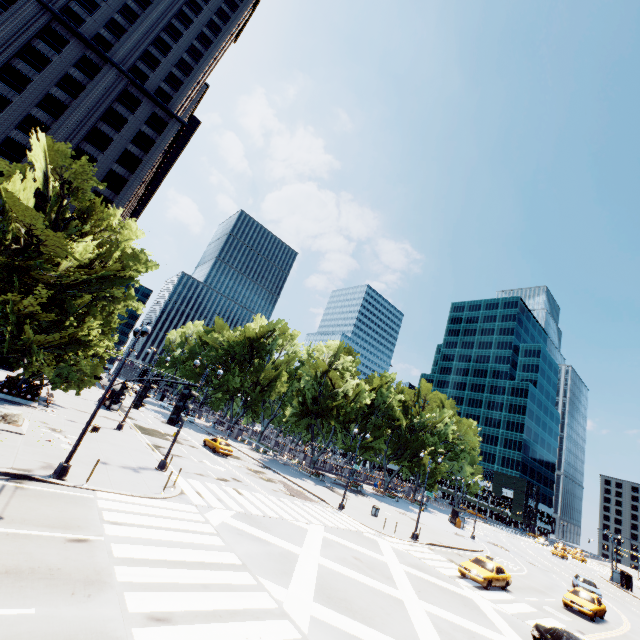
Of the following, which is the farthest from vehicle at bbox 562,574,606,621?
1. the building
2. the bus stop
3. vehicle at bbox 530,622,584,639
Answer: the building

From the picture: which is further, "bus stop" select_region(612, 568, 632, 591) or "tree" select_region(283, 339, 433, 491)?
"bus stop" select_region(612, 568, 632, 591)

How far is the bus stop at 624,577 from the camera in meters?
49.8 m

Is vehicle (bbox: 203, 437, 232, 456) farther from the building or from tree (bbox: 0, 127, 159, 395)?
the building

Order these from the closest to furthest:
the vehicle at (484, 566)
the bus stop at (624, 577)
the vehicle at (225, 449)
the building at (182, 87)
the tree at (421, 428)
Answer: the vehicle at (484, 566)
the vehicle at (225, 449)
the building at (182, 87)
the tree at (421, 428)
the bus stop at (624, 577)

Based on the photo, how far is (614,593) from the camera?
41.9m

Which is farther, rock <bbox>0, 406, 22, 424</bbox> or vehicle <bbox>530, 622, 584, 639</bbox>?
rock <bbox>0, 406, 22, 424</bbox>

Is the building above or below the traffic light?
above
